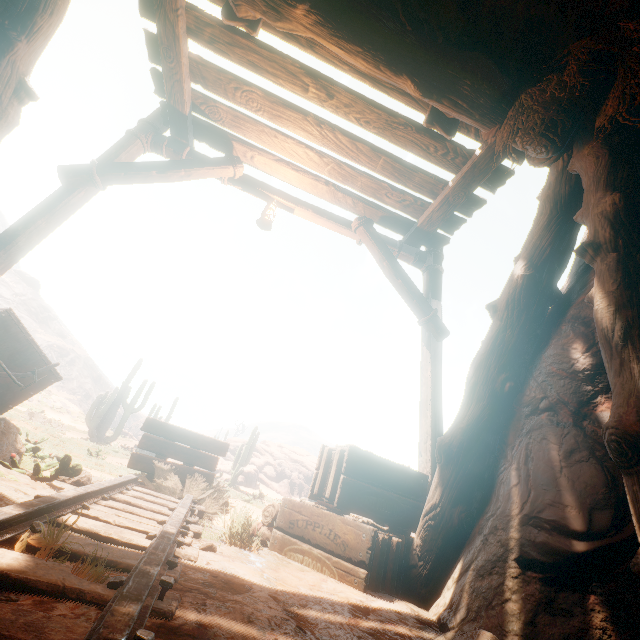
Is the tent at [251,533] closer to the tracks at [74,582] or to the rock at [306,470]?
the tracks at [74,582]

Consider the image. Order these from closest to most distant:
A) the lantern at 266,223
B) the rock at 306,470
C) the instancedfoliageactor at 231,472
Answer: the lantern at 266,223
the instancedfoliageactor at 231,472
the rock at 306,470

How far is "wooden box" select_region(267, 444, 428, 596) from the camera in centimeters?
261cm

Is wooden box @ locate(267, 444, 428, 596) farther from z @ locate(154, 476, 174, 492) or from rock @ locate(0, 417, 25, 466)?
rock @ locate(0, 417, 25, 466)

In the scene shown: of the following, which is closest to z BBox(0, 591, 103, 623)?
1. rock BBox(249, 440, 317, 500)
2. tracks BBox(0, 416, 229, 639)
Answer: tracks BBox(0, 416, 229, 639)

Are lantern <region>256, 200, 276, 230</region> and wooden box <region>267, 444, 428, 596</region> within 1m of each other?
no

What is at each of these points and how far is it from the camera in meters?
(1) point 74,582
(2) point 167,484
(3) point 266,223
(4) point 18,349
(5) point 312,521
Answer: (1) tracks, 1.3
(2) z, 3.9
(3) lantern, 4.6
(4) mining cart, 3.7
(5) wooden box, 3.0

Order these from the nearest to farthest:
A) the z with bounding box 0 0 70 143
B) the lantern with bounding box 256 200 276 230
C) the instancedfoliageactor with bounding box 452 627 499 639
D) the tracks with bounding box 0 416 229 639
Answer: the tracks with bounding box 0 416 229 639
the instancedfoliageactor with bounding box 452 627 499 639
the z with bounding box 0 0 70 143
the lantern with bounding box 256 200 276 230
